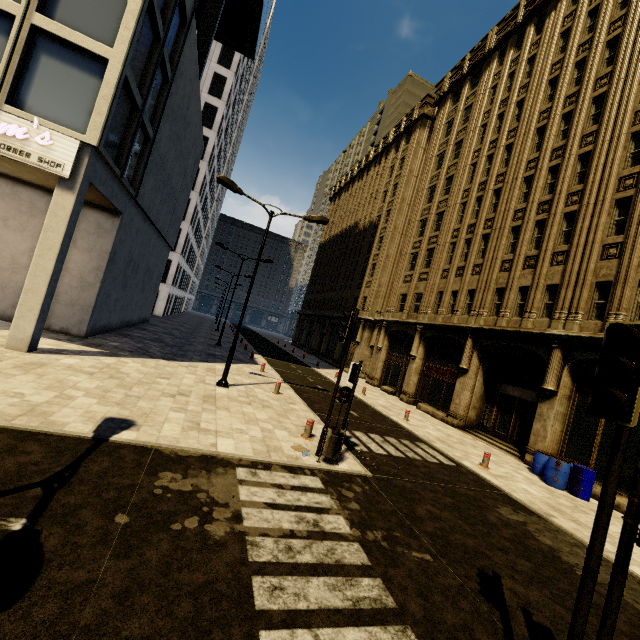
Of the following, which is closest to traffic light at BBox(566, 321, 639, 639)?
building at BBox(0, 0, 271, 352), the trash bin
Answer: the trash bin

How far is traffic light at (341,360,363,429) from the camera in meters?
8.5

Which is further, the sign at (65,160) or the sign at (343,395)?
the sign at (65,160)

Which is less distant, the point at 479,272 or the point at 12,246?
the point at 12,246

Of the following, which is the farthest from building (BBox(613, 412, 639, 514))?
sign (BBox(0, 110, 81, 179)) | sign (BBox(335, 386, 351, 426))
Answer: sign (BBox(335, 386, 351, 426))

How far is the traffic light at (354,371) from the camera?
8.5m

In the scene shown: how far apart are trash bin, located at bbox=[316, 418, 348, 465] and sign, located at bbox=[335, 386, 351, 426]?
0.8m

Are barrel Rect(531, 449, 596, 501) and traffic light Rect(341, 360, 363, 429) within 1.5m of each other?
no
